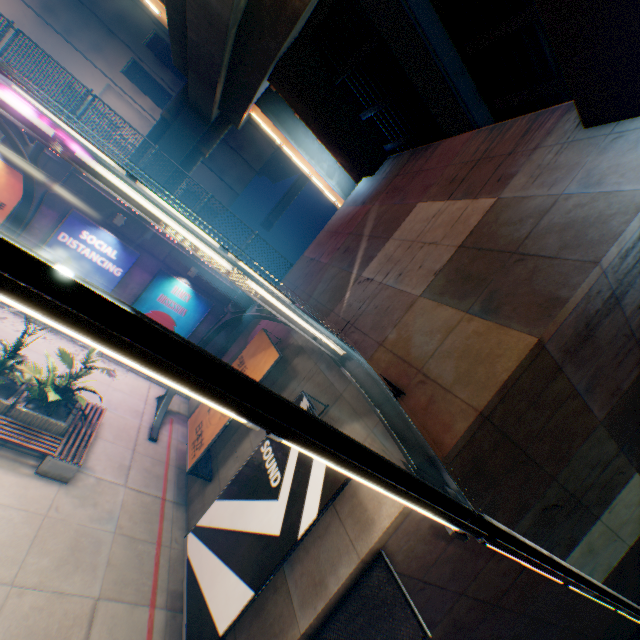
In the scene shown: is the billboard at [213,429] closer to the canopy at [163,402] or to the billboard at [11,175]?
the canopy at [163,402]

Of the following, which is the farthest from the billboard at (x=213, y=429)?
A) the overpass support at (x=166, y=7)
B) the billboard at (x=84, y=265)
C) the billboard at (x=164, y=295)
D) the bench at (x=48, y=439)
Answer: the overpass support at (x=166, y=7)

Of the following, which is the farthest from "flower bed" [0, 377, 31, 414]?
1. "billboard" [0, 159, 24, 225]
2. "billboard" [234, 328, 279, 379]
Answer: "billboard" [0, 159, 24, 225]

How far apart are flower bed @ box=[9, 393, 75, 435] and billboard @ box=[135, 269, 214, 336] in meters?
5.1 m

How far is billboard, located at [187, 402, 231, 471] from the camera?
9.4m

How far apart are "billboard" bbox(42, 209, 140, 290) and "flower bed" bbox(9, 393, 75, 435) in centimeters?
494cm

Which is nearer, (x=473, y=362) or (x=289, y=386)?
(x=473, y=362)

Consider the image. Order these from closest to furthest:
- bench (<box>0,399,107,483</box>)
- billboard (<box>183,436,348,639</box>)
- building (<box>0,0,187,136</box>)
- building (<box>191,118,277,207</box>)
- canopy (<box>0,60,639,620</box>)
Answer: canopy (<box>0,60,639,620</box>) < billboard (<box>183,436,348,639</box>) < bench (<box>0,399,107,483</box>) < building (<box>0,0,187,136</box>) < building (<box>191,118,277,207</box>)
